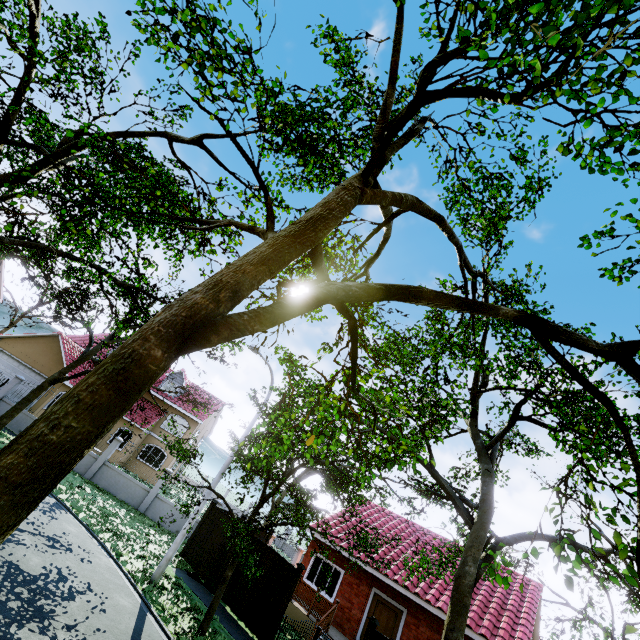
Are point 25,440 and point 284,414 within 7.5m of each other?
yes

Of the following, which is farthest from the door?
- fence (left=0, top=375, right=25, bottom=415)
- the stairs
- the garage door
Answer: the garage door

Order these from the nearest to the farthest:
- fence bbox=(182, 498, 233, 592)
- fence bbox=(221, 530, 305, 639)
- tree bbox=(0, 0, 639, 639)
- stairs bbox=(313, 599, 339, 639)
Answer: tree bbox=(0, 0, 639, 639), fence bbox=(221, 530, 305, 639), stairs bbox=(313, 599, 339, 639), fence bbox=(182, 498, 233, 592)

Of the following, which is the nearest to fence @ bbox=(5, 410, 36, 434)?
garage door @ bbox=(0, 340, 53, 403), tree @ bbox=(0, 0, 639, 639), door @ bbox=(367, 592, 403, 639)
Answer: tree @ bbox=(0, 0, 639, 639)

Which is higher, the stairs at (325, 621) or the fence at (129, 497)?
the stairs at (325, 621)

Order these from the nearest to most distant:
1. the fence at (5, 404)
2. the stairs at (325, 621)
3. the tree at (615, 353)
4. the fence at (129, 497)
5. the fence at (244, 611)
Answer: the tree at (615, 353) → the fence at (244, 611) → the stairs at (325, 621) → the fence at (129, 497) → the fence at (5, 404)

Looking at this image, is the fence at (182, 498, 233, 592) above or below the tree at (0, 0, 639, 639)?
below

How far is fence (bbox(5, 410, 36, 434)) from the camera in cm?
1883
